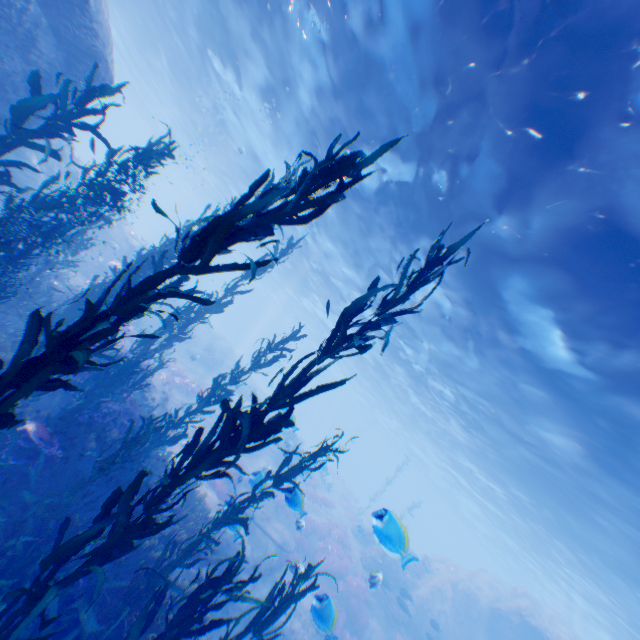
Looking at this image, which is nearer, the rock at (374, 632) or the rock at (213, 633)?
the rock at (213, 633)

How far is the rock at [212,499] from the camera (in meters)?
11.95

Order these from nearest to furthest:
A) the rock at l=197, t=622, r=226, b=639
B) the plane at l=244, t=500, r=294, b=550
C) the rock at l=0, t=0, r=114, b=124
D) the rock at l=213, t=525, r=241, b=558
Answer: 1. the rock at l=213, t=525, r=241, b=558
2. the rock at l=0, t=0, r=114, b=124
3. the rock at l=197, t=622, r=226, b=639
4. the plane at l=244, t=500, r=294, b=550

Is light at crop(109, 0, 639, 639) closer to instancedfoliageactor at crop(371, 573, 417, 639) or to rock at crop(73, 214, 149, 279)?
rock at crop(73, 214, 149, 279)

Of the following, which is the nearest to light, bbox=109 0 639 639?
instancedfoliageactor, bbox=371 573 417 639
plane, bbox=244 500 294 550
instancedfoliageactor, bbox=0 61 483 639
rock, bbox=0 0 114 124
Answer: rock, bbox=0 0 114 124

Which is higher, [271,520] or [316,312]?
[316,312]

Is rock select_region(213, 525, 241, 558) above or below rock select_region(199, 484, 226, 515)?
below
